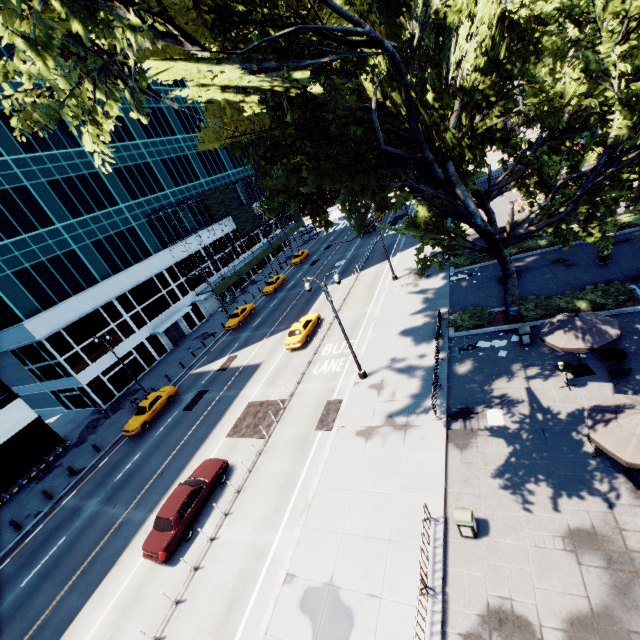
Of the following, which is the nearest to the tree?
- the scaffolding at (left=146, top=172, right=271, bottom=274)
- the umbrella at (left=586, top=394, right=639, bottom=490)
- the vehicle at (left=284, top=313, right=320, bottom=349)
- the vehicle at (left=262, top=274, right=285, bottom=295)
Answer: the umbrella at (left=586, top=394, right=639, bottom=490)

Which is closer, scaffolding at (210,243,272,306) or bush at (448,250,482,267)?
bush at (448,250,482,267)

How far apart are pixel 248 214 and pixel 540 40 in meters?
46.4

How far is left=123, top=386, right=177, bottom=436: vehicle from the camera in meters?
26.0

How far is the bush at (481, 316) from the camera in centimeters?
2042cm

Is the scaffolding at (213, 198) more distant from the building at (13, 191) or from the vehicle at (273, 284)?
the vehicle at (273, 284)

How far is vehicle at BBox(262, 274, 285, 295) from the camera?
44.8m

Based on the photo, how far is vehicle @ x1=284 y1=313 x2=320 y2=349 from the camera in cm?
2733
